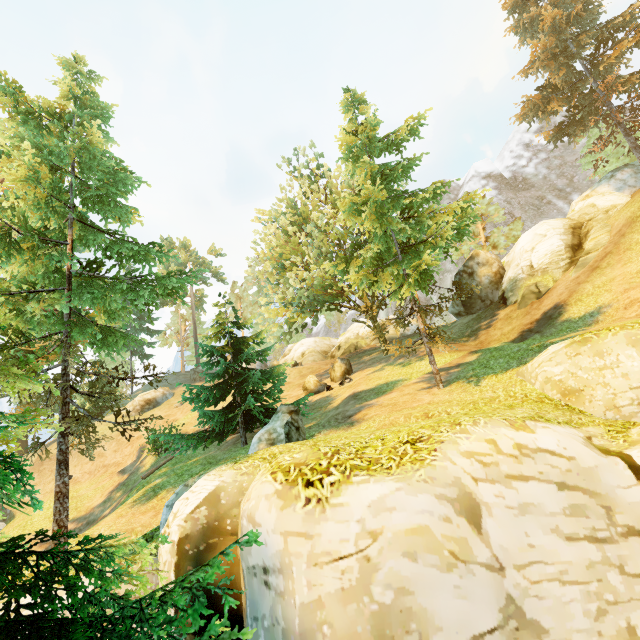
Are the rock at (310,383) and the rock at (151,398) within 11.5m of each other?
no

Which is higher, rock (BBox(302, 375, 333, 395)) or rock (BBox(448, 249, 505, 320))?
rock (BBox(448, 249, 505, 320))

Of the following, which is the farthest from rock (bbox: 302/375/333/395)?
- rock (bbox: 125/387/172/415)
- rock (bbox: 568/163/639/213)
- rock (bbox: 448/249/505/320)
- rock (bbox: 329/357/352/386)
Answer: rock (bbox: 568/163/639/213)

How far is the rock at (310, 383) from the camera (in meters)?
22.17

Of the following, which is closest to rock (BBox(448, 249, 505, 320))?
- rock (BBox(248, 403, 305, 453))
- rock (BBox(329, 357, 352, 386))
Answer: rock (BBox(329, 357, 352, 386))

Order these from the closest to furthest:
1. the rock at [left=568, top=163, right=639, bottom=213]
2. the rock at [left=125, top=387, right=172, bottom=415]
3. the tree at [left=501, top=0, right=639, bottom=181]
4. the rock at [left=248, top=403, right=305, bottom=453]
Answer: the rock at [left=248, top=403, right=305, bottom=453], the tree at [left=501, top=0, right=639, bottom=181], the rock at [left=568, top=163, right=639, bottom=213], the rock at [left=125, top=387, right=172, bottom=415]

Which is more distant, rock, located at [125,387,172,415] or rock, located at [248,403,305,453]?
rock, located at [125,387,172,415]

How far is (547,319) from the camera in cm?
1659
